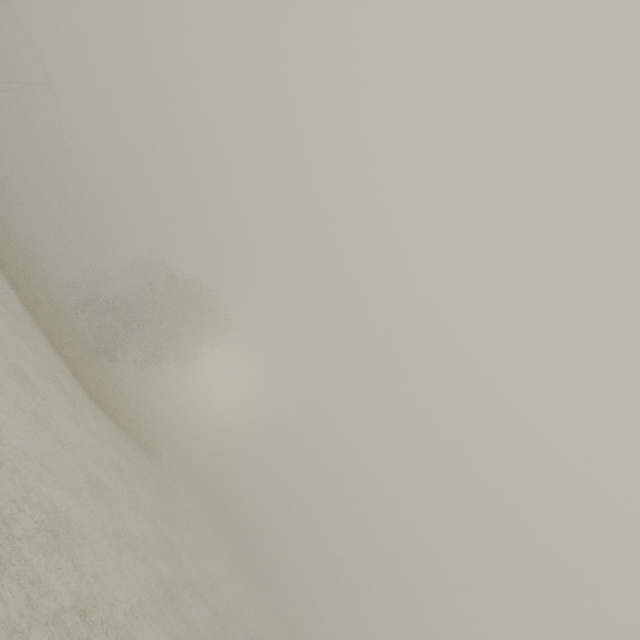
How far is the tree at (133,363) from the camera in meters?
31.1 m

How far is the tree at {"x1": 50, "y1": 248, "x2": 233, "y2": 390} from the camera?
31.1m

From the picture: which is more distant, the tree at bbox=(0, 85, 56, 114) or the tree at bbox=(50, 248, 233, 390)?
the tree at bbox=(0, 85, 56, 114)

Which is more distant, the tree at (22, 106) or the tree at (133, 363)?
the tree at (22, 106)

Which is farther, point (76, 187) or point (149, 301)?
point (76, 187)
